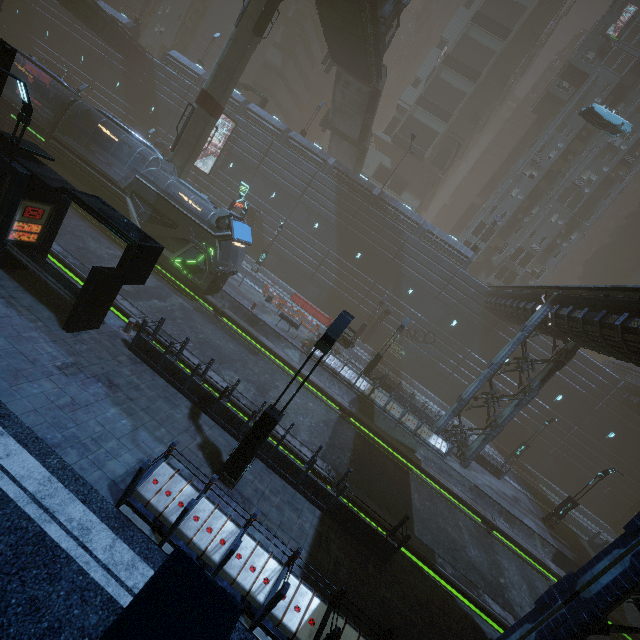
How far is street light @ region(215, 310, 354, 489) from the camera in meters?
7.9

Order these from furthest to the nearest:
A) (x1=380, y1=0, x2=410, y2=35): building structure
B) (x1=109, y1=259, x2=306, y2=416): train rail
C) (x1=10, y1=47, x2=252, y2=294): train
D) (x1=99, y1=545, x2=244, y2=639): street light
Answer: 1. (x1=380, y1=0, x2=410, y2=35): building structure
2. (x1=10, y1=47, x2=252, y2=294): train
3. (x1=109, y1=259, x2=306, y2=416): train rail
4. (x1=99, y1=545, x2=244, y2=639): street light

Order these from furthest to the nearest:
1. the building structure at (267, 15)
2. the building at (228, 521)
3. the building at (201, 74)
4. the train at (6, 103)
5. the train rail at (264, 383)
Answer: the building at (201, 74) < the building structure at (267, 15) < the train at (6, 103) < the train rail at (264, 383) < the building at (228, 521)

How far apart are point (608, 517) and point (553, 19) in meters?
63.5 m

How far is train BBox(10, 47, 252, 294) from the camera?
18.9m

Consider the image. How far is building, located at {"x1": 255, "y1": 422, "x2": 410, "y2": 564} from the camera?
9.7m

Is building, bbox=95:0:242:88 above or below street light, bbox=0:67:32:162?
above

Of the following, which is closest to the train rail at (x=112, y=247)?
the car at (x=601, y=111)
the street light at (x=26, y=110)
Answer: the street light at (x=26, y=110)
